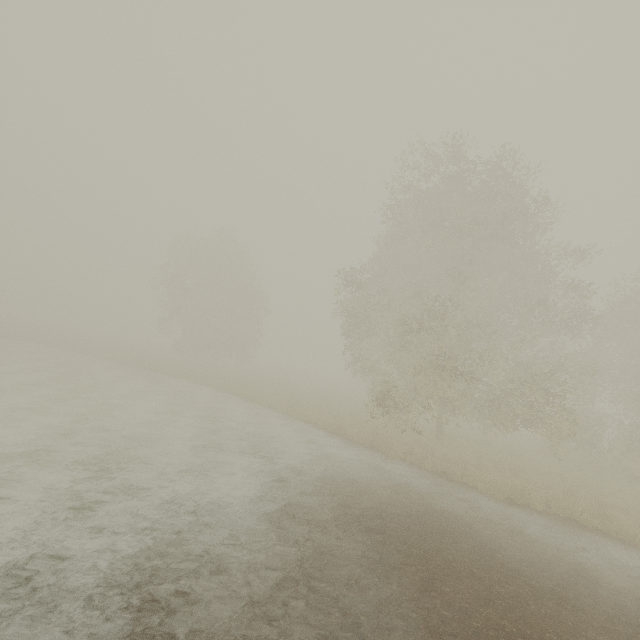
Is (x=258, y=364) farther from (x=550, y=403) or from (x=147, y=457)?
(x=550, y=403)
